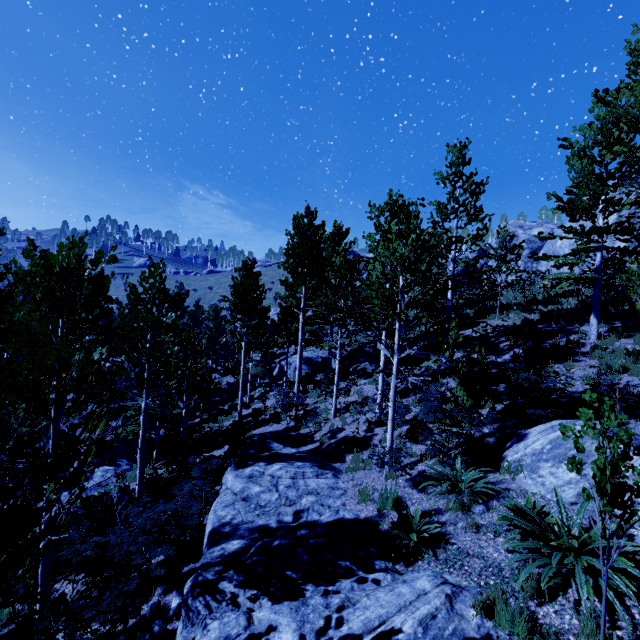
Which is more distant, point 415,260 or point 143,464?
point 143,464

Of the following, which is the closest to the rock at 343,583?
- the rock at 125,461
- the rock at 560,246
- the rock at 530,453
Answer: the rock at 530,453

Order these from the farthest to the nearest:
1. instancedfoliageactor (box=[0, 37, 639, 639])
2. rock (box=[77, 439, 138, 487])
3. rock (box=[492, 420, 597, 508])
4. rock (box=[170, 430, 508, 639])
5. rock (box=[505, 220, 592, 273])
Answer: rock (box=[505, 220, 592, 273]), rock (box=[77, 439, 138, 487]), rock (box=[492, 420, 597, 508]), rock (box=[170, 430, 508, 639]), instancedfoliageactor (box=[0, 37, 639, 639])

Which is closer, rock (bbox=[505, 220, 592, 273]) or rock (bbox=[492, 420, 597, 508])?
rock (bbox=[492, 420, 597, 508])

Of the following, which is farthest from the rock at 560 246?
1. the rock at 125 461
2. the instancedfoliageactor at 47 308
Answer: the rock at 125 461

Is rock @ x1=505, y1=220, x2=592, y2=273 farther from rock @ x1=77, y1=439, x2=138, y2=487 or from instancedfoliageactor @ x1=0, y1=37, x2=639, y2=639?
rock @ x1=77, y1=439, x2=138, y2=487

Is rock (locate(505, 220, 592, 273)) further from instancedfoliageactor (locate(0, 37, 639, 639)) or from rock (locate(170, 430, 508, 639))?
rock (locate(170, 430, 508, 639))

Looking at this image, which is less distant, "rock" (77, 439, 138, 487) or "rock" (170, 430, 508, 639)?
"rock" (170, 430, 508, 639)
